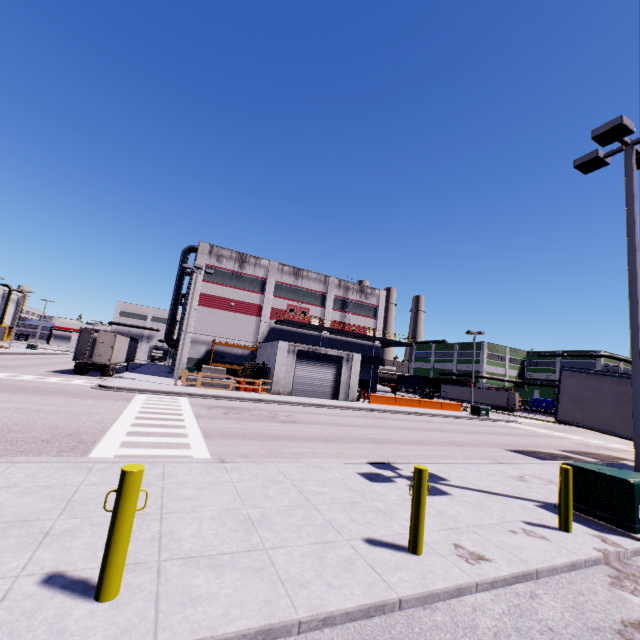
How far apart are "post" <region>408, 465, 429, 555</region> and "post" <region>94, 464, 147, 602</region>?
3.5m

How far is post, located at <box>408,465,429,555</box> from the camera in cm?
466

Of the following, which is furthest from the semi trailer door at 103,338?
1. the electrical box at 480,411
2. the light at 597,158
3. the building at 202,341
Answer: the electrical box at 480,411

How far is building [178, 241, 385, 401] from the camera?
32.0 meters

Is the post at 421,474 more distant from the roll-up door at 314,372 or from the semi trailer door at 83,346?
the semi trailer door at 83,346

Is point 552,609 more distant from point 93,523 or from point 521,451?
point 521,451

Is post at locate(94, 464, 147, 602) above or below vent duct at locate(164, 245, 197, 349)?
below

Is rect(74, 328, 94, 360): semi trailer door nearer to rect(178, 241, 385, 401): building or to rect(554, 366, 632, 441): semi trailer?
rect(554, 366, 632, 441): semi trailer
